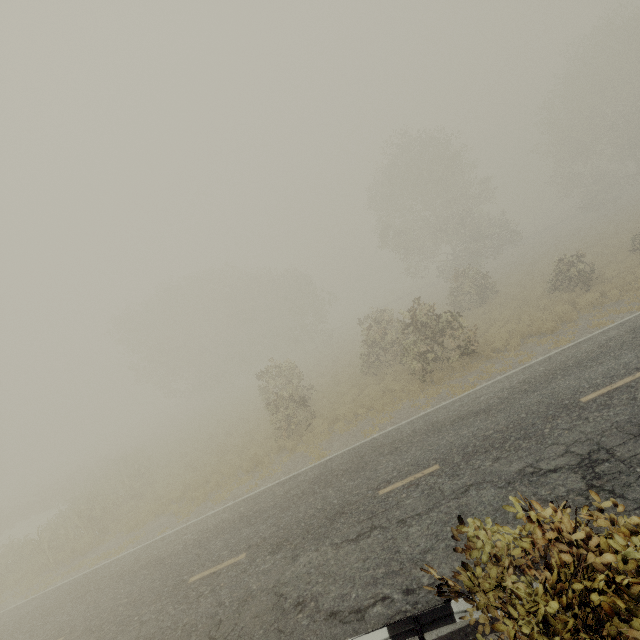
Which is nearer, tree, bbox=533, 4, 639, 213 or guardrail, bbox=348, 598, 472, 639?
guardrail, bbox=348, 598, 472, 639

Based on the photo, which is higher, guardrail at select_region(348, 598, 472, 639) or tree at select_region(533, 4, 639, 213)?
tree at select_region(533, 4, 639, 213)

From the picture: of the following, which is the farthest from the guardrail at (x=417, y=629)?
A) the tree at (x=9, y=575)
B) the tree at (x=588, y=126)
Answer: the tree at (x=588, y=126)

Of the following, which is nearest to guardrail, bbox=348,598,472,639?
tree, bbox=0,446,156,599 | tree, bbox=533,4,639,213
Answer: tree, bbox=0,446,156,599

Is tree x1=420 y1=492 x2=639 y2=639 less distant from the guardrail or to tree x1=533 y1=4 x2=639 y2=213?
the guardrail

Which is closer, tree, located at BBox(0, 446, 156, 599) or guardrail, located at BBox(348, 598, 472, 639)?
guardrail, located at BBox(348, 598, 472, 639)

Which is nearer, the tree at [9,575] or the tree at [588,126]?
the tree at [9,575]

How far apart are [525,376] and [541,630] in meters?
10.0 m
